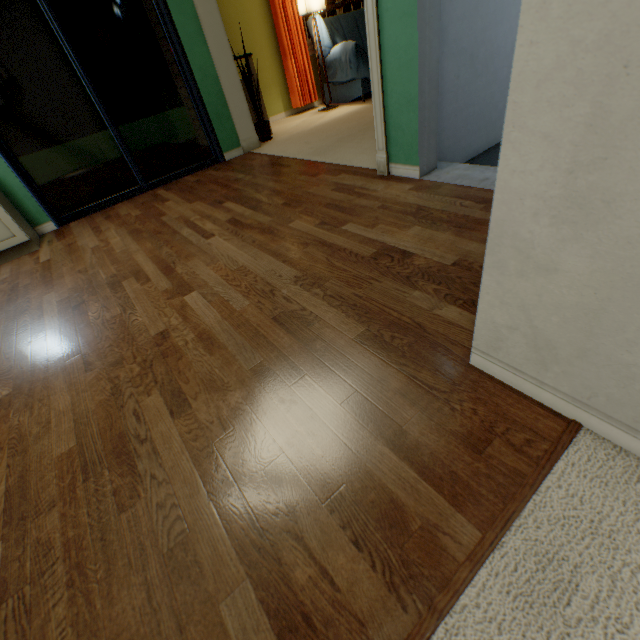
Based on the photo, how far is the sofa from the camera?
4.6 meters

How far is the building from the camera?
2.0 meters

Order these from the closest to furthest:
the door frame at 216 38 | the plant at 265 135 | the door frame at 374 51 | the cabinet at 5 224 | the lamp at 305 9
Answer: the door frame at 374 51
the cabinet at 5 224
the door frame at 216 38
the plant at 265 135
the lamp at 305 9

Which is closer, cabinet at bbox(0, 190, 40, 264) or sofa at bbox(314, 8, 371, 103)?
cabinet at bbox(0, 190, 40, 264)

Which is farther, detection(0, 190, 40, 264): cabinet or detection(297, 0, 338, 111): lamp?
detection(297, 0, 338, 111): lamp

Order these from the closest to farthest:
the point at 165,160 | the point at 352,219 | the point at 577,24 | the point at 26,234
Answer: the point at 577,24 → the point at 352,219 → the point at 26,234 → the point at 165,160

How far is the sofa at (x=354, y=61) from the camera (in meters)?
4.59

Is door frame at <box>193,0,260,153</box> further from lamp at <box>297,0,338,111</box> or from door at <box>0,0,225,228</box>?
lamp at <box>297,0,338,111</box>
